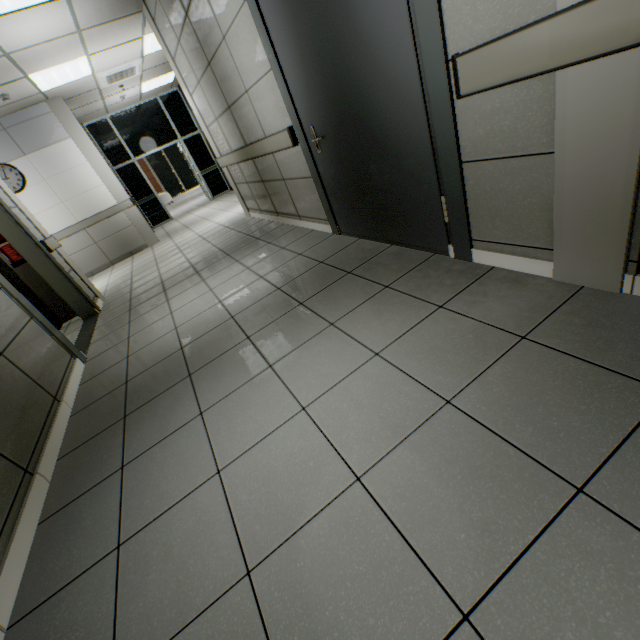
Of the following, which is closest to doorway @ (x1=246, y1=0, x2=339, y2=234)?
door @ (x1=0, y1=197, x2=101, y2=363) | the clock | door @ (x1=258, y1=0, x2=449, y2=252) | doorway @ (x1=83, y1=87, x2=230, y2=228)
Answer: door @ (x1=258, y1=0, x2=449, y2=252)

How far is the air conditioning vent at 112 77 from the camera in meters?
6.4 m

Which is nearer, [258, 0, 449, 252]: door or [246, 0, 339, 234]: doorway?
[258, 0, 449, 252]: door

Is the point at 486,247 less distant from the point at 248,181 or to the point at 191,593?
the point at 191,593

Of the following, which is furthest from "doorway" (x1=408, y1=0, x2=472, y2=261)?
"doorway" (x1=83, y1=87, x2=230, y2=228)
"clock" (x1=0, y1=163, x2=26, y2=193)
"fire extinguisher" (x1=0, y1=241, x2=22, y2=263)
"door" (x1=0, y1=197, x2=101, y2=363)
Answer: "doorway" (x1=83, y1=87, x2=230, y2=228)

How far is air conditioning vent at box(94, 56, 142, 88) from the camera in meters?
6.4 m

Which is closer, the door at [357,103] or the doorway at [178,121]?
the door at [357,103]

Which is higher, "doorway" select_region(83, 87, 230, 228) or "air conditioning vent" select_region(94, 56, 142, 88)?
"air conditioning vent" select_region(94, 56, 142, 88)
